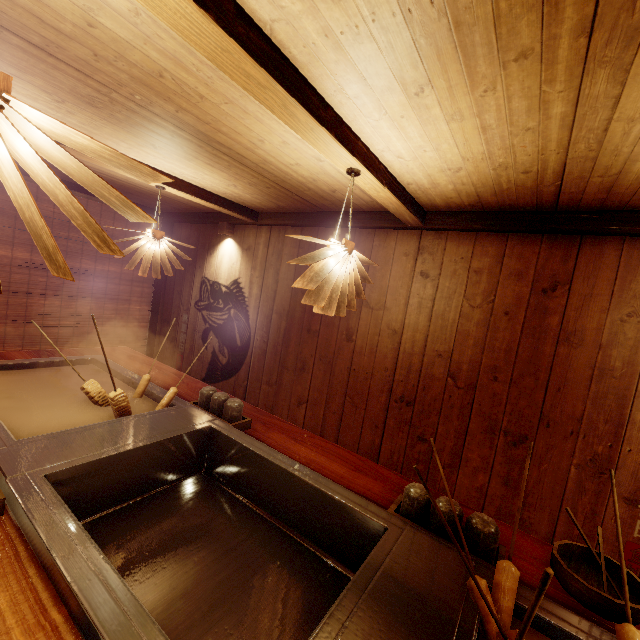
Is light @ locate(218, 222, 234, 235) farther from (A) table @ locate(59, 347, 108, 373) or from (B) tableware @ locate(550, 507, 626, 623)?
(B) tableware @ locate(550, 507, 626, 623)

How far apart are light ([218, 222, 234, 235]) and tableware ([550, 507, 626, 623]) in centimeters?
724cm

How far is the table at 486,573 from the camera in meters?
2.0 m

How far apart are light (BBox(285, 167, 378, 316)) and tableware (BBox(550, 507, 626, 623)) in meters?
2.5

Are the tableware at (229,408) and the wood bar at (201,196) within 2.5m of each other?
no

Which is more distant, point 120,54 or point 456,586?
point 120,54

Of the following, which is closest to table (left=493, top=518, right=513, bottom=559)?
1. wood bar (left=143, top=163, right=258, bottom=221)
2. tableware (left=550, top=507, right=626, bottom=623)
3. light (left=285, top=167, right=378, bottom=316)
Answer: tableware (left=550, top=507, right=626, bottom=623)

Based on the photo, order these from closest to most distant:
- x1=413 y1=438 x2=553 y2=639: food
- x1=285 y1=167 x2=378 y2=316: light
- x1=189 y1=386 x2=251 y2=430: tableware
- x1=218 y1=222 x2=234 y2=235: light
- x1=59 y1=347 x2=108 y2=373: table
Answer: x1=413 y1=438 x2=553 y2=639: food, x1=285 y1=167 x2=378 y2=316: light, x1=189 y1=386 x2=251 y2=430: tableware, x1=59 y1=347 x2=108 y2=373: table, x1=218 y1=222 x2=234 y2=235: light
